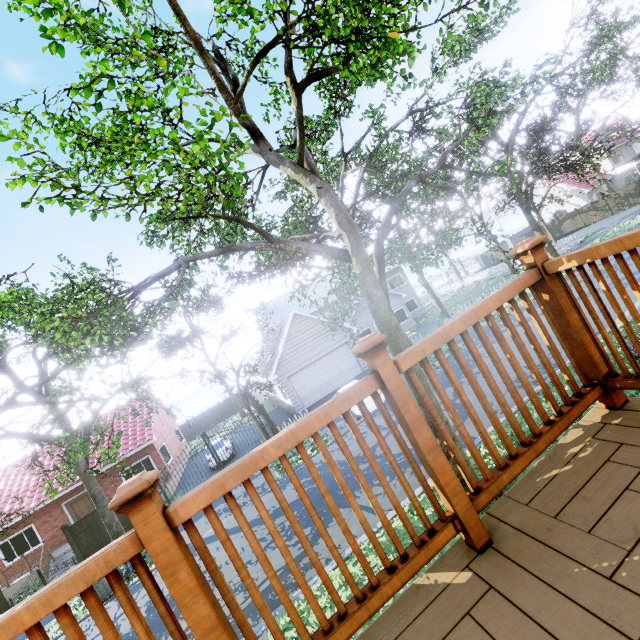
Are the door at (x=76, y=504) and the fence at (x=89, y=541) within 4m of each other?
no

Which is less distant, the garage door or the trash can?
the trash can

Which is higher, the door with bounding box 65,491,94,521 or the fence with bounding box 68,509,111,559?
the door with bounding box 65,491,94,521

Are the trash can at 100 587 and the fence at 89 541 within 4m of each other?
yes

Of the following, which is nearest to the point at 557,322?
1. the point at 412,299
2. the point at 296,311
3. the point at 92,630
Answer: the point at 92,630

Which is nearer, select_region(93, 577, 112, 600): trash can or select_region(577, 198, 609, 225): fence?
select_region(93, 577, 112, 600): trash can

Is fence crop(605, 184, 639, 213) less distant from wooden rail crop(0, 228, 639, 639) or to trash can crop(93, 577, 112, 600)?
wooden rail crop(0, 228, 639, 639)

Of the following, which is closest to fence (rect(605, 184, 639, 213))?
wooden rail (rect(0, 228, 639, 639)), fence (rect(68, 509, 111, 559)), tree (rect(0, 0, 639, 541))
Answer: tree (rect(0, 0, 639, 541))
